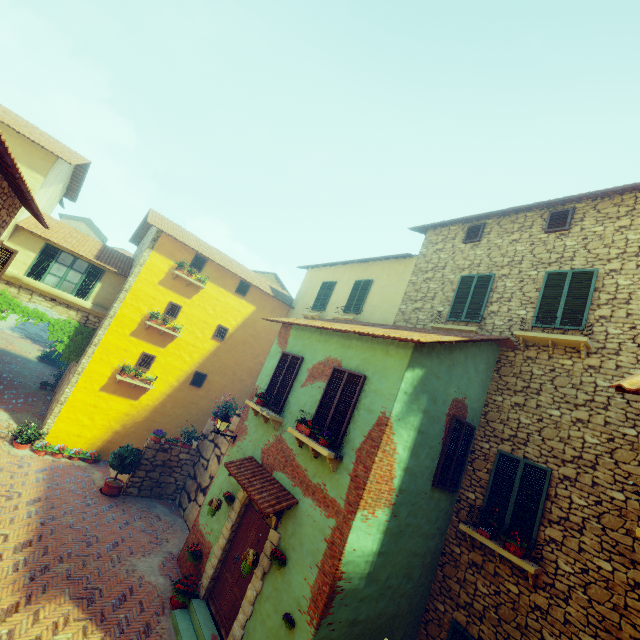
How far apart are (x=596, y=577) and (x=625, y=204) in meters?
8.5 m

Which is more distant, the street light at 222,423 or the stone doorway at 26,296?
the stone doorway at 26,296

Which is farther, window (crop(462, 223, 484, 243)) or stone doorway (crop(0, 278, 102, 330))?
stone doorway (crop(0, 278, 102, 330))

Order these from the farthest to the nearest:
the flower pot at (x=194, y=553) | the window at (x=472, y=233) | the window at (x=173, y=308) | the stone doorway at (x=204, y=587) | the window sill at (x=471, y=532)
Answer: the window at (x=173, y=308) → the window at (x=472, y=233) → the flower pot at (x=194, y=553) → the stone doorway at (x=204, y=587) → the window sill at (x=471, y=532)

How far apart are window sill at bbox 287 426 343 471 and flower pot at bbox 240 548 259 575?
2.2m

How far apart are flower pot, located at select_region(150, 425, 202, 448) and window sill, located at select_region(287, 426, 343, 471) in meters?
7.2 m

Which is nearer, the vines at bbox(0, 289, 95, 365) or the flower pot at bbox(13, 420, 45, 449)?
the flower pot at bbox(13, 420, 45, 449)

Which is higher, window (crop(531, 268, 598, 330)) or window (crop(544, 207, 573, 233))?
window (crop(544, 207, 573, 233))
